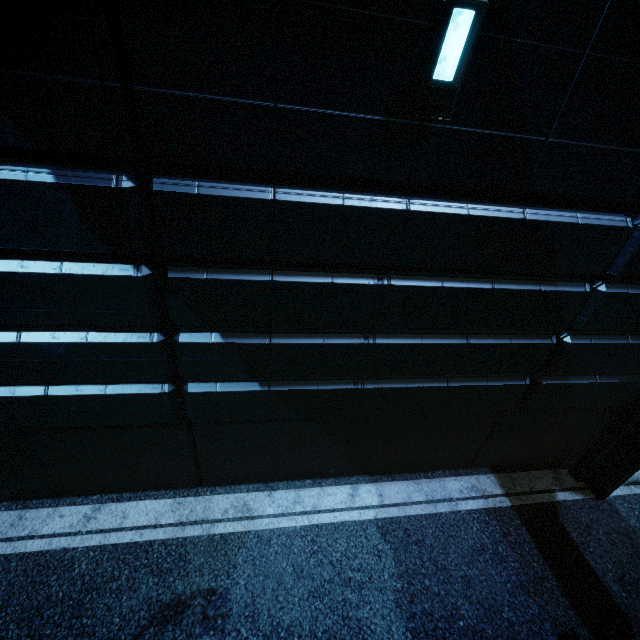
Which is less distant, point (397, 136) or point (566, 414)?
point (397, 136)
